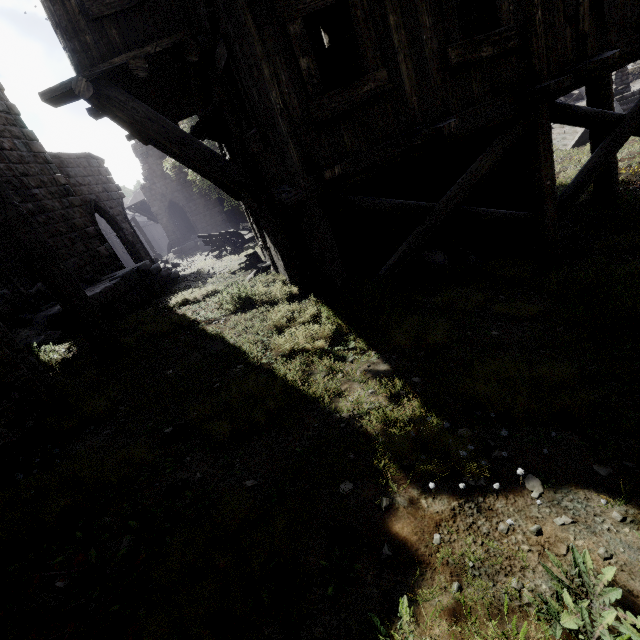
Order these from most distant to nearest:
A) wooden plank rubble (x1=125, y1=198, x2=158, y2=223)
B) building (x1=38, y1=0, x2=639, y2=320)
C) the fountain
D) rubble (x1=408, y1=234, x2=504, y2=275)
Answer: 1. wooden plank rubble (x1=125, y1=198, x2=158, y2=223)
2. the fountain
3. rubble (x1=408, y1=234, x2=504, y2=275)
4. building (x1=38, y1=0, x2=639, y2=320)

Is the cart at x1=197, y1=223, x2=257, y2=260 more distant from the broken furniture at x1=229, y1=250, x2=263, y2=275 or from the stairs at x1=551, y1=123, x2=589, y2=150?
the stairs at x1=551, y1=123, x2=589, y2=150

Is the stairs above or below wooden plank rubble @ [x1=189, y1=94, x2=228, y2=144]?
below

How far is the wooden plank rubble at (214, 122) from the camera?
6.65m

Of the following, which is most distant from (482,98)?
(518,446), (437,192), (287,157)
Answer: (518,446)

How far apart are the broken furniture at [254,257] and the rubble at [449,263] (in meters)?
5.54

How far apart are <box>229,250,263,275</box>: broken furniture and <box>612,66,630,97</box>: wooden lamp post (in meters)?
18.83

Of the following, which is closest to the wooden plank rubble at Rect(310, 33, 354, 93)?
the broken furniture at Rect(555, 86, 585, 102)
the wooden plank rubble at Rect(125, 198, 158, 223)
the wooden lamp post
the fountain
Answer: the wooden lamp post
